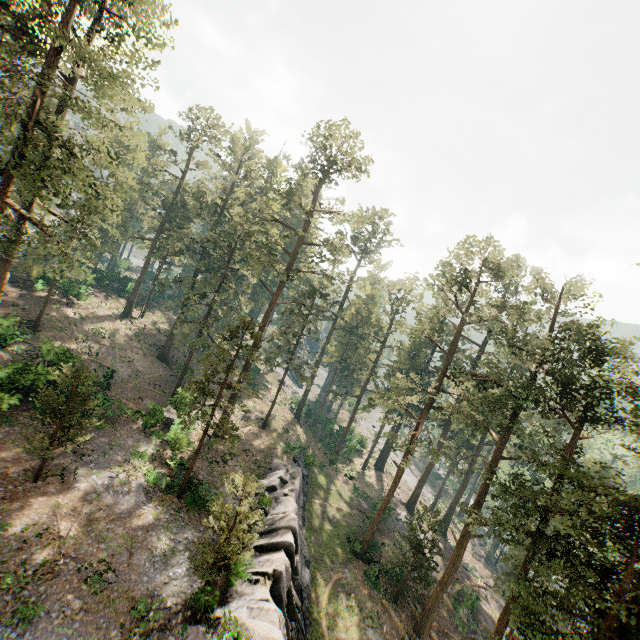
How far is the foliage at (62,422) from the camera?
18.3 meters

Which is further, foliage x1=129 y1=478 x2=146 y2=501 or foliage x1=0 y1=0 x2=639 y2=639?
foliage x1=129 y1=478 x2=146 y2=501

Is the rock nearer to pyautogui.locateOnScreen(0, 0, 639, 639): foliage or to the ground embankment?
pyautogui.locateOnScreen(0, 0, 639, 639): foliage

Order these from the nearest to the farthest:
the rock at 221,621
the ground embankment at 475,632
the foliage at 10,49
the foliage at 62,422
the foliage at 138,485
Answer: the rock at 221,621, the foliage at 10,49, the foliage at 62,422, the foliage at 138,485, the ground embankment at 475,632

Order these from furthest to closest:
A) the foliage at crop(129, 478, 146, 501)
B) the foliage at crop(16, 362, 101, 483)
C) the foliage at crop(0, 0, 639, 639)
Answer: the foliage at crop(129, 478, 146, 501)
the foliage at crop(16, 362, 101, 483)
the foliage at crop(0, 0, 639, 639)

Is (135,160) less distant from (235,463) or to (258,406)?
(235,463)

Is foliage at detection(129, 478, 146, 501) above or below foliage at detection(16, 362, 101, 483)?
below
